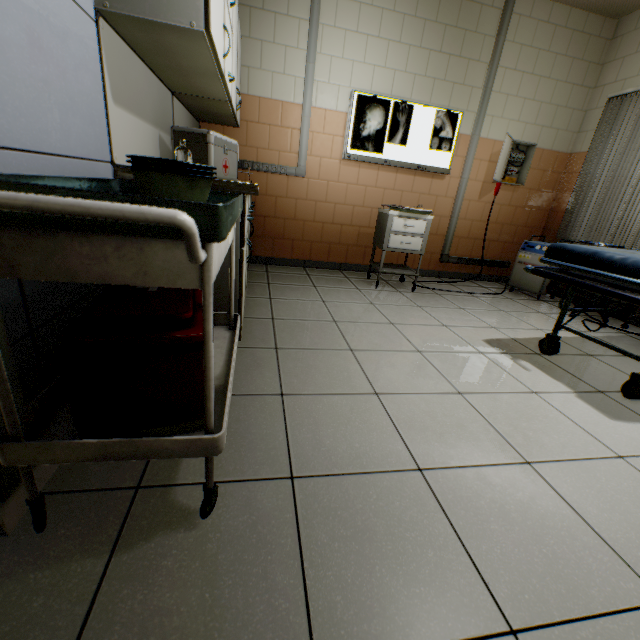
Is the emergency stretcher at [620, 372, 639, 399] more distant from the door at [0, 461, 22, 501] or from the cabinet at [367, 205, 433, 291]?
the door at [0, 461, 22, 501]

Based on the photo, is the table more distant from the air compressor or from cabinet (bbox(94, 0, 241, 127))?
the air compressor

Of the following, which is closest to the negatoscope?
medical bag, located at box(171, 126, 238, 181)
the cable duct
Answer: the cable duct

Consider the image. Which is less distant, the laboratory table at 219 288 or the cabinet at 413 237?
the laboratory table at 219 288

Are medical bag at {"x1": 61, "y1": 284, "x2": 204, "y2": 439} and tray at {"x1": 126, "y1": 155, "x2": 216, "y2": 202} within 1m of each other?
yes

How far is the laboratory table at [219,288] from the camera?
1.7 meters

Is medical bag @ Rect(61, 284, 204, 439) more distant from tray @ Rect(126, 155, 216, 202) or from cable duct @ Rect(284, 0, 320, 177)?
cable duct @ Rect(284, 0, 320, 177)

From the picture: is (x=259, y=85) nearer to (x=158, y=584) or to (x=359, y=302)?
(x=359, y=302)
